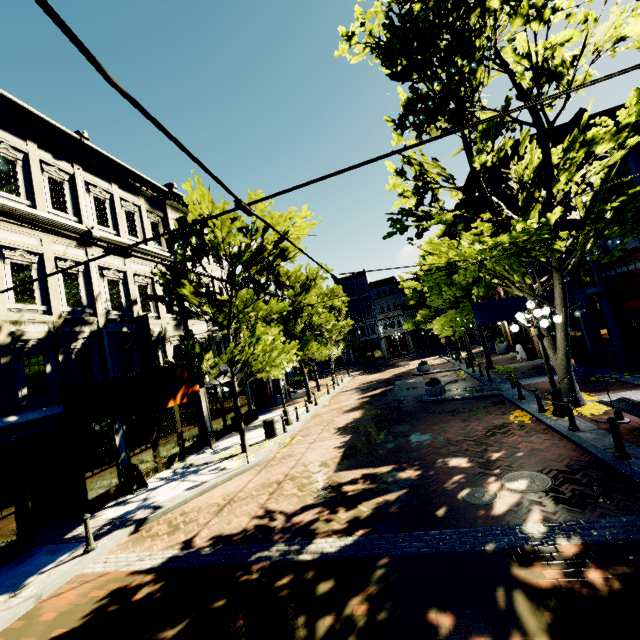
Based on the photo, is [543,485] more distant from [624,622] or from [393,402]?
[393,402]

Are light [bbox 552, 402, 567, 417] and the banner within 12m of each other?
no

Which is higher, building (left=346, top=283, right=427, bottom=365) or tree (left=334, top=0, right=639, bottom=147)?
tree (left=334, top=0, right=639, bottom=147)

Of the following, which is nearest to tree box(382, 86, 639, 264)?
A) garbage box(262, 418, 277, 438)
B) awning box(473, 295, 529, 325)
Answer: awning box(473, 295, 529, 325)

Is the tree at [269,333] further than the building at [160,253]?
No

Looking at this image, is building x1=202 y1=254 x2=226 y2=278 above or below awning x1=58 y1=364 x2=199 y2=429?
above

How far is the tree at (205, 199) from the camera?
12.9 meters

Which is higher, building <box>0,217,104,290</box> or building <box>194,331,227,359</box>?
building <box>0,217,104,290</box>
